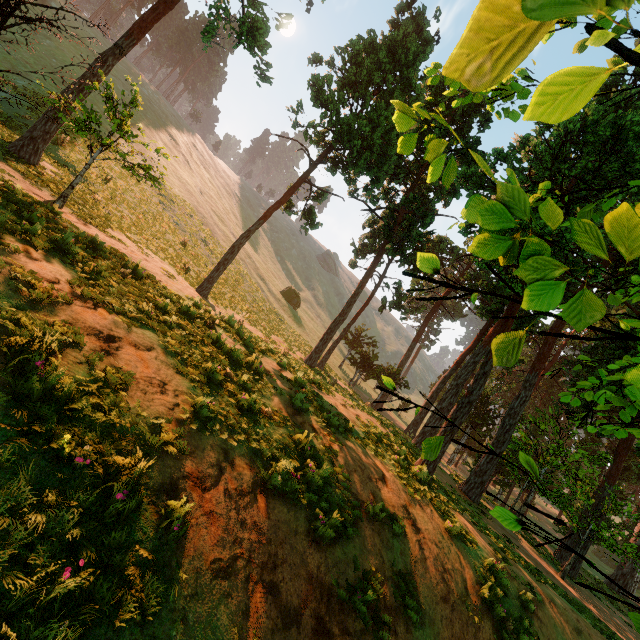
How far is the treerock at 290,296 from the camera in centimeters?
5062cm

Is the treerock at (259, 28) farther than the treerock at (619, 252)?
Yes

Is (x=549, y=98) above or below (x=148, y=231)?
below

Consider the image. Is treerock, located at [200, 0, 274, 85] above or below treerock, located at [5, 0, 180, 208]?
above

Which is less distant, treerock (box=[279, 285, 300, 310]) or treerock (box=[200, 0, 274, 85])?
treerock (box=[200, 0, 274, 85])

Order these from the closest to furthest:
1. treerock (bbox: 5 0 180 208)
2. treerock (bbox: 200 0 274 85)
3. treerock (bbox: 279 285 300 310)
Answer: treerock (bbox: 5 0 180 208)
treerock (bbox: 200 0 274 85)
treerock (bbox: 279 285 300 310)

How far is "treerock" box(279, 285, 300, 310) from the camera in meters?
50.6
